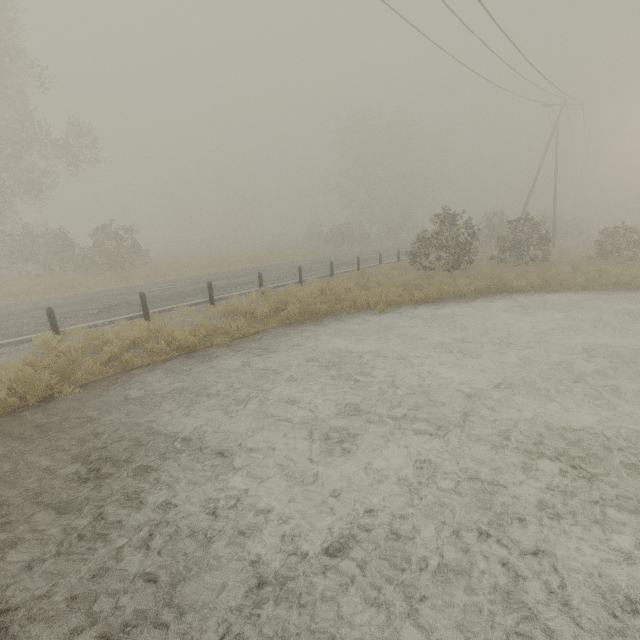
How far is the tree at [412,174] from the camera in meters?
43.6

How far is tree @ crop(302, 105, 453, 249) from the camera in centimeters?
4359cm

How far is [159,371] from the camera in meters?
8.1
